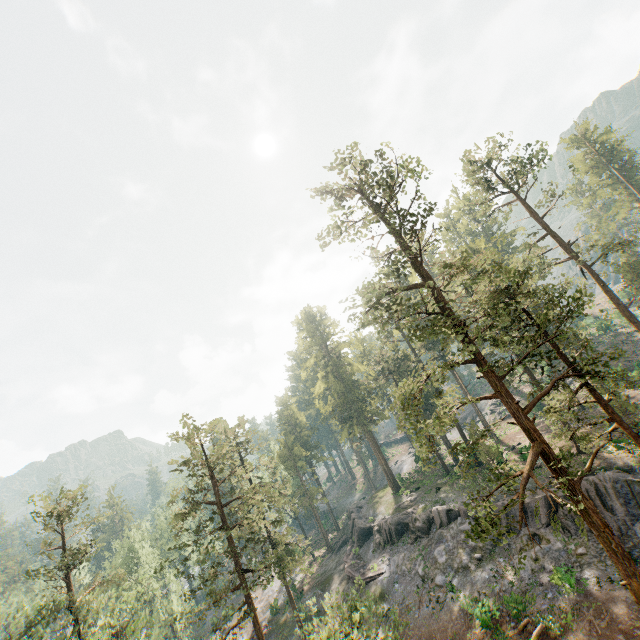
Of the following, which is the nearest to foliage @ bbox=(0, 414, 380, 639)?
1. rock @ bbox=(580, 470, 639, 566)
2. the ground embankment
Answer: rock @ bbox=(580, 470, 639, 566)

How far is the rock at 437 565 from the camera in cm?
2822

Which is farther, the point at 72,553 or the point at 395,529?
the point at 395,529

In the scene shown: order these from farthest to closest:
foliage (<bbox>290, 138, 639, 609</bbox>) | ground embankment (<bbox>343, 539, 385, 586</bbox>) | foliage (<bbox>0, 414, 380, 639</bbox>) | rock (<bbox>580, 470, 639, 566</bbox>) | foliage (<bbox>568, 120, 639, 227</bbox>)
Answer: foliage (<bbox>568, 120, 639, 227</bbox>), ground embankment (<bbox>343, 539, 385, 586</bbox>), foliage (<bbox>0, 414, 380, 639</bbox>), rock (<bbox>580, 470, 639, 566</bbox>), foliage (<bbox>290, 138, 639, 609</bbox>)

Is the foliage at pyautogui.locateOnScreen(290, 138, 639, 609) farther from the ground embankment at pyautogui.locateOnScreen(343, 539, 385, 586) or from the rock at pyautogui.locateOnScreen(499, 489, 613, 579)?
the ground embankment at pyautogui.locateOnScreen(343, 539, 385, 586)

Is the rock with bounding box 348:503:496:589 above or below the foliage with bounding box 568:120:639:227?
below

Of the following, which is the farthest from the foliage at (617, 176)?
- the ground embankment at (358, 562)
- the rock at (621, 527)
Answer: the ground embankment at (358, 562)
